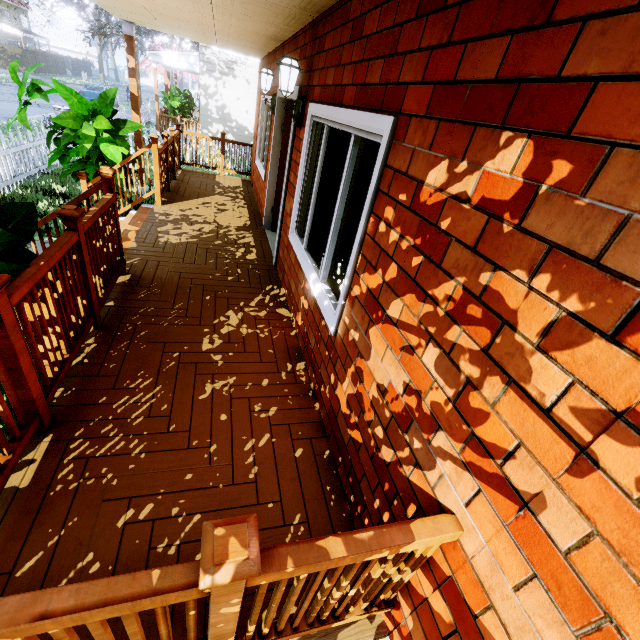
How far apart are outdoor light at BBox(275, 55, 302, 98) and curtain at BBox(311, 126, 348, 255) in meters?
0.5

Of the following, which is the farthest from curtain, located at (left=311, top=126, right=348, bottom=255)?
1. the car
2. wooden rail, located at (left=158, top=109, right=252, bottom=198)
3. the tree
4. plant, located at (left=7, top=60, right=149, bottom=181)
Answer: the car

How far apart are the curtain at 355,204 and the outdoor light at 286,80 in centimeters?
141cm

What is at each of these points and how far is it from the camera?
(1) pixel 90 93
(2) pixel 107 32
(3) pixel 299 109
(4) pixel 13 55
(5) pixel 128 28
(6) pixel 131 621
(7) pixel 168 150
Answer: (1) car, 22.0 meters
(2) tree, 25.5 meters
(3) outdoor light, 3.5 meters
(4) fence, 34.2 meters
(5) wooden, 6.8 meters
(6) wooden rail, 0.9 meters
(7) wooden rail, 6.5 meters

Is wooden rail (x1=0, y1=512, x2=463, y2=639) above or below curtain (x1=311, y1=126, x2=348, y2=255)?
below

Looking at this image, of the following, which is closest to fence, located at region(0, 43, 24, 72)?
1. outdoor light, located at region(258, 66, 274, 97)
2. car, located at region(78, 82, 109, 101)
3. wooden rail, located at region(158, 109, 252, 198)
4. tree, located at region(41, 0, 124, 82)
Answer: tree, located at region(41, 0, 124, 82)

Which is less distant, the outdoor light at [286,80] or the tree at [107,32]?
the outdoor light at [286,80]

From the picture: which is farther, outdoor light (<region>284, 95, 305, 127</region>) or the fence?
the fence
